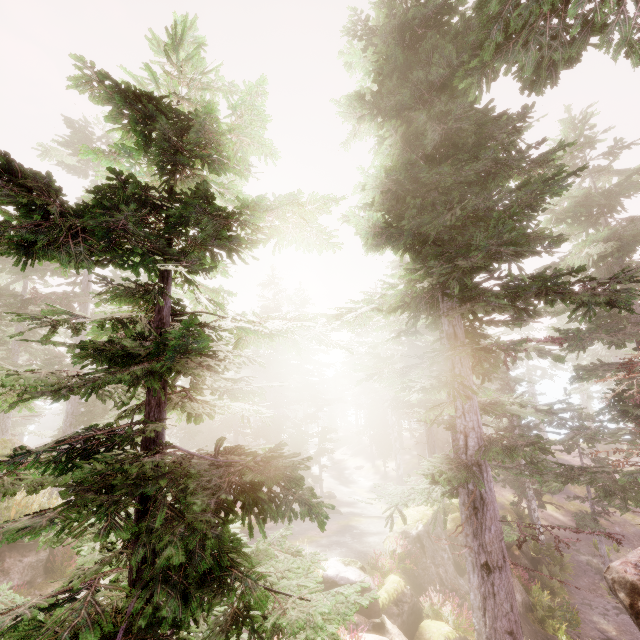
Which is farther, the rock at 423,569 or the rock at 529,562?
the rock at 529,562

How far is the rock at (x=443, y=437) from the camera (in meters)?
38.81

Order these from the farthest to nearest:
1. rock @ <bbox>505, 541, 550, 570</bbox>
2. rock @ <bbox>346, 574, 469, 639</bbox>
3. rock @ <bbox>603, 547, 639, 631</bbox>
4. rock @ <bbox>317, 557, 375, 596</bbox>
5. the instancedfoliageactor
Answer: rock @ <bbox>505, 541, 550, 570</bbox> → rock @ <bbox>317, 557, 375, 596</bbox> → rock @ <bbox>346, 574, 469, 639</bbox> → rock @ <bbox>603, 547, 639, 631</bbox> → the instancedfoliageactor

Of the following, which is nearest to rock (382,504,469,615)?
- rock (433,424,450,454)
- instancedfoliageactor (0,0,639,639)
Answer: instancedfoliageactor (0,0,639,639)

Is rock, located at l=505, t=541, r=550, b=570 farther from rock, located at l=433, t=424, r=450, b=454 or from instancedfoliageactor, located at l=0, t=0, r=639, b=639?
rock, located at l=433, t=424, r=450, b=454

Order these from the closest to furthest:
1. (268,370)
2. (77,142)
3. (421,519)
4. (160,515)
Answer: (160,515)
(421,519)
(77,142)
(268,370)

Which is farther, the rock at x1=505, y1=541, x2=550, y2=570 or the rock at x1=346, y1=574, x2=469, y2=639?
the rock at x1=505, y1=541, x2=550, y2=570
